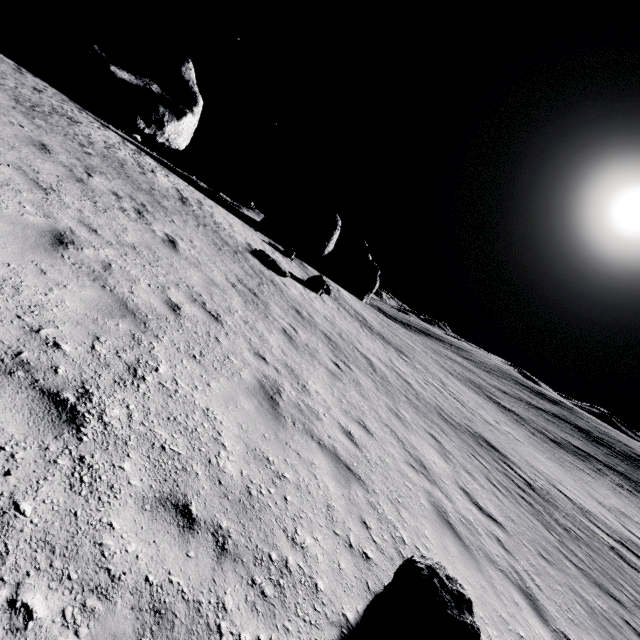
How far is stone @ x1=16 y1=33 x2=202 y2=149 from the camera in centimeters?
547cm

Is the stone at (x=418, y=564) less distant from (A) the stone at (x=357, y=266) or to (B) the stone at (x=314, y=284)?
(B) the stone at (x=314, y=284)

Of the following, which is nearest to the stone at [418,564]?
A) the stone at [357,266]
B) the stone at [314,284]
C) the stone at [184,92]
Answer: the stone at [184,92]

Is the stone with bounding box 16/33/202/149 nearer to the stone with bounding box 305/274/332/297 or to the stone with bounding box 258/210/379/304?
the stone with bounding box 305/274/332/297

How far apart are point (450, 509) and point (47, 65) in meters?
11.2

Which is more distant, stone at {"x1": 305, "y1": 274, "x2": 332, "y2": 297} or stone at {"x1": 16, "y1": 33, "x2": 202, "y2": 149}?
stone at {"x1": 305, "y1": 274, "x2": 332, "y2": 297}

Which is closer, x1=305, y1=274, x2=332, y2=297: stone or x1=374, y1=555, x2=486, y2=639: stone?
x1=374, y1=555, x2=486, y2=639: stone

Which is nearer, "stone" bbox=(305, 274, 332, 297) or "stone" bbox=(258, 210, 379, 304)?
"stone" bbox=(305, 274, 332, 297)
